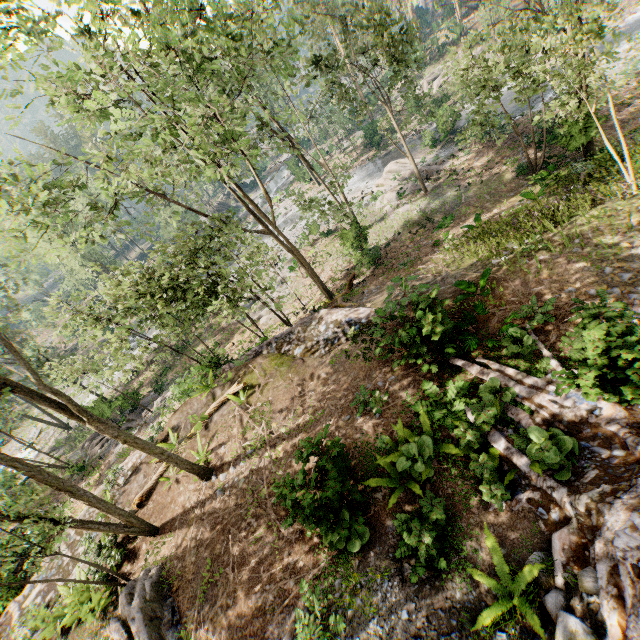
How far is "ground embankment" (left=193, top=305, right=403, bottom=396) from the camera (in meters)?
13.77

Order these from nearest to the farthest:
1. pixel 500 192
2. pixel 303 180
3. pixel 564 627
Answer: pixel 564 627 → pixel 500 192 → pixel 303 180

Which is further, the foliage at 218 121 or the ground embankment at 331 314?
the ground embankment at 331 314

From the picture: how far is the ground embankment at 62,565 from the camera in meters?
13.7 m

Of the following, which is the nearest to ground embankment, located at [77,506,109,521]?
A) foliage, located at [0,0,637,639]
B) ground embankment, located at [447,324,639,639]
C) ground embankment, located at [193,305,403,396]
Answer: foliage, located at [0,0,637,639]

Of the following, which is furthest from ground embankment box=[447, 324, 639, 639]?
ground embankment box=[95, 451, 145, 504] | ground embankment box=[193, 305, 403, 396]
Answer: ground embankment box=[95, 451, 145, 504]

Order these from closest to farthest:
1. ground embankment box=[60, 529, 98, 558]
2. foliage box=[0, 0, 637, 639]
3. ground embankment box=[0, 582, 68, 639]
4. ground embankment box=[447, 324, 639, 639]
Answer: ground embankment box=[447, 324, 639, 639] → foliage box=[0, 0, 637, 639] → ground embankment box=[0, 582, 68, 639] → ground embankment box=[60, 529, 98, 558]
